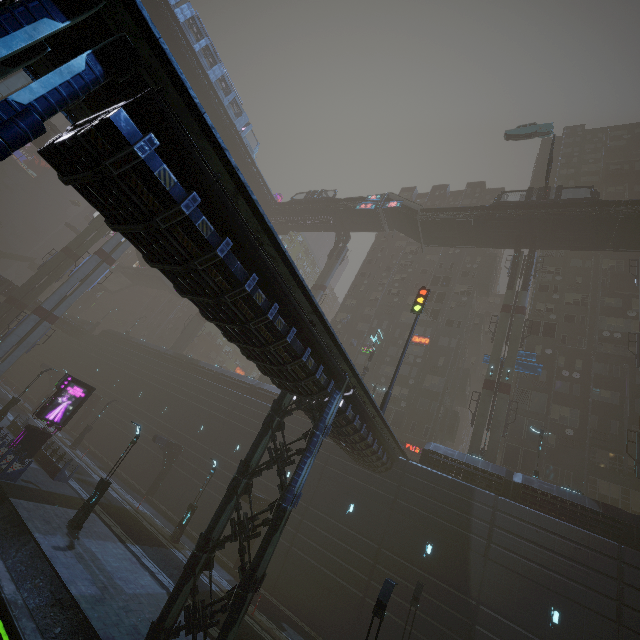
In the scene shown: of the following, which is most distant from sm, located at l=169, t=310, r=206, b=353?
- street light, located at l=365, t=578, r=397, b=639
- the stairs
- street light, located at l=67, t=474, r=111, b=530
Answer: street light, located at l=365, t=578, r=397, b=639

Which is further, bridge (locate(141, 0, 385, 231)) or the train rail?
bridge (locate(141, 0, 385, 231))

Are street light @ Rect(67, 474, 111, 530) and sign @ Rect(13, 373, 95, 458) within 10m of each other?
yes

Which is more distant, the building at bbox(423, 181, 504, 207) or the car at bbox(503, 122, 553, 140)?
the building at bbox(423, 181, 504, 207)

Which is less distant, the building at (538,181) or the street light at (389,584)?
the street light at (389,584)

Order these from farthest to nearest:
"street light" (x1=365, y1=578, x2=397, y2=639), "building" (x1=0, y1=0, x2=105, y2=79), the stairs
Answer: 1. the stairs
2. "street light" (x1=365, y1=578, x2=397, y2=639)
3. "building" (x1=0, y1=0, x2=105, y2=79)

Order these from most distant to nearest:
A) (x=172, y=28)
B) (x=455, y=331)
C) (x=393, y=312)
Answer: (x=393, y=312)
(x=455, y=331)
(x=172, y=28)

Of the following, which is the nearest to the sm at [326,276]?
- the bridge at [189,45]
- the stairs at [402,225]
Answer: Answer: the bridge at [189,45]
